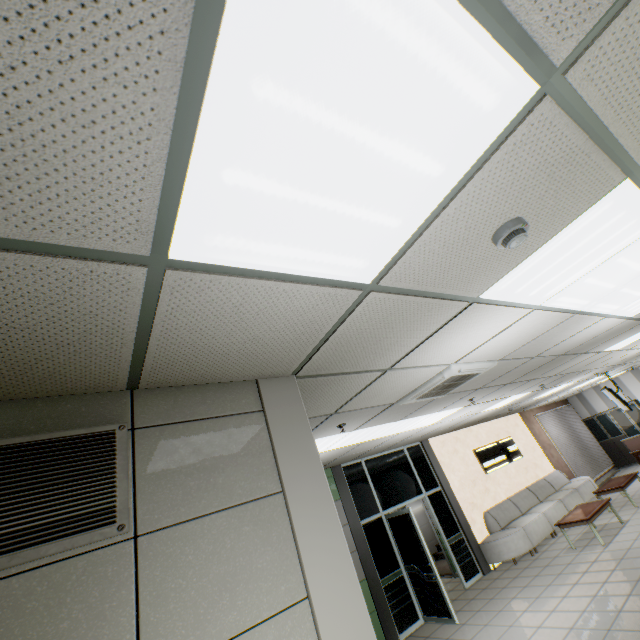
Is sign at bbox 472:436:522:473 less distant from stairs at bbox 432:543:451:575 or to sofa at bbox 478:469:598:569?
stairs at bbox 432:543:451:575

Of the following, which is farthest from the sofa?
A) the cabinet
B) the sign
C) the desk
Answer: the cabinet

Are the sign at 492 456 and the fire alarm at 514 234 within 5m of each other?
no

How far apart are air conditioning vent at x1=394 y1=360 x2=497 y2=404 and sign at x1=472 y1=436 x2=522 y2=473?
7.08m

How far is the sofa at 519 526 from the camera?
7.9 meters

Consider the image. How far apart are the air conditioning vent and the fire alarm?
2.1 meters

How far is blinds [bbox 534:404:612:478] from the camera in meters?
12.6 m

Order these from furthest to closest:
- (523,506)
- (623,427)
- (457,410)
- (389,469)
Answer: (623,427) → (523,506) → (389,469) → (457,410)
